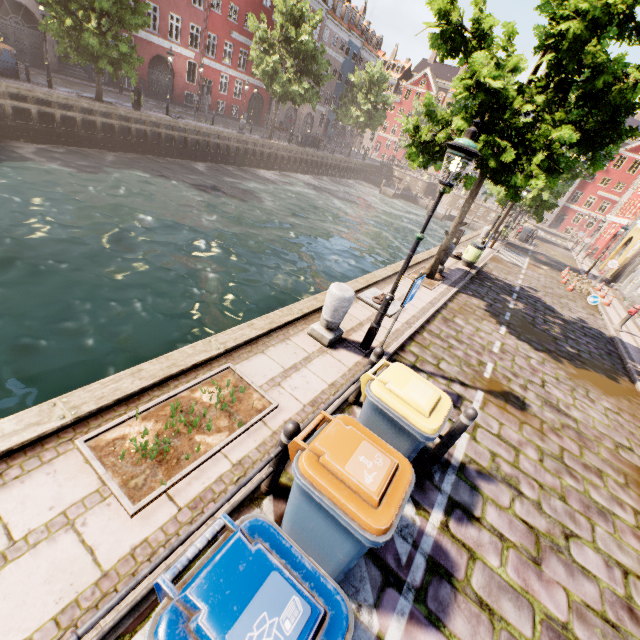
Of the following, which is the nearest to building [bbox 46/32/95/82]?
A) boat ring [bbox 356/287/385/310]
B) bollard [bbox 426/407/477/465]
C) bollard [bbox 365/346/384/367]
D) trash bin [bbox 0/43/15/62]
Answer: trash bin [bbox 0/43/15/62]

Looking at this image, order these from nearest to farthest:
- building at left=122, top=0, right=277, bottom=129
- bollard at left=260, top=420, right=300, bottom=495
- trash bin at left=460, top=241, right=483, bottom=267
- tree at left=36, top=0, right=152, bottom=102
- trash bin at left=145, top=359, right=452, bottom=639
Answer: trash bin at left=145, top=359, right=452, bottom=639 → bollard at left=260, top=420, right=300, bottom=495 → trash bin at left=460, top=241, right=483, bottom=267 → tree at left=36, top=0, right=152, bottom=102 → building at left=122, top=0, right=277, bottom=129

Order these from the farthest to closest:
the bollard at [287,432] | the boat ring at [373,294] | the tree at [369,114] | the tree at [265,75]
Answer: the tree at [369,114] → the tree at [265,75] → the boat ring at [373,294] → the bollard at [287,432]

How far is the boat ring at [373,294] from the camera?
7.9 meters

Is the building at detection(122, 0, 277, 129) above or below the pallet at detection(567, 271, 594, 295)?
above

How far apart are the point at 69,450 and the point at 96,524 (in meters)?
0.83

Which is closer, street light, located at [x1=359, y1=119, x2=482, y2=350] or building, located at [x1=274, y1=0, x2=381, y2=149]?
street light, located at [x1=359, y1=119, x2=482, y2=350]
